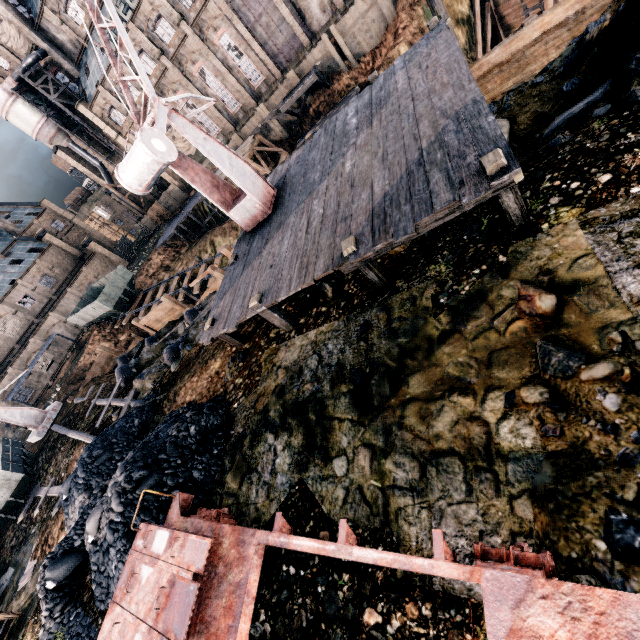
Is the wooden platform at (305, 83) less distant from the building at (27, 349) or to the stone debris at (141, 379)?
the stone debris at (141, 379)

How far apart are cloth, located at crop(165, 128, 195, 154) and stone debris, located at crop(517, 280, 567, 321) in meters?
49.8

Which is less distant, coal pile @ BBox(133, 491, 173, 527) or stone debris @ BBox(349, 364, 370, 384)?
stone debris @ BBox(349, 364, 370, 384)

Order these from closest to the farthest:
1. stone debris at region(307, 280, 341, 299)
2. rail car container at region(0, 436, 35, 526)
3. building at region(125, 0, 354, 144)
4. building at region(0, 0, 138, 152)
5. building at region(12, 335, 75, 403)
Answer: stone debris at region(307, 280, 341, 299) → rail car container at region(0, 436, 35, 526) → building at region(125, 0, 354, 144) → building at region(0, 0, 138, 152) → building at region(12, 335, 75, 403)

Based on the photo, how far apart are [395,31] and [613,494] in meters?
39.0 m

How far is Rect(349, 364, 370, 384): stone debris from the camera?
6.4 meters

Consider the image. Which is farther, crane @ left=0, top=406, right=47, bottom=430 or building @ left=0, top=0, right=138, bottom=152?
building @ left=0, top=0, right=138, bottom=152

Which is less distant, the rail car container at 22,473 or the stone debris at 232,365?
the stone debris at 232,365
